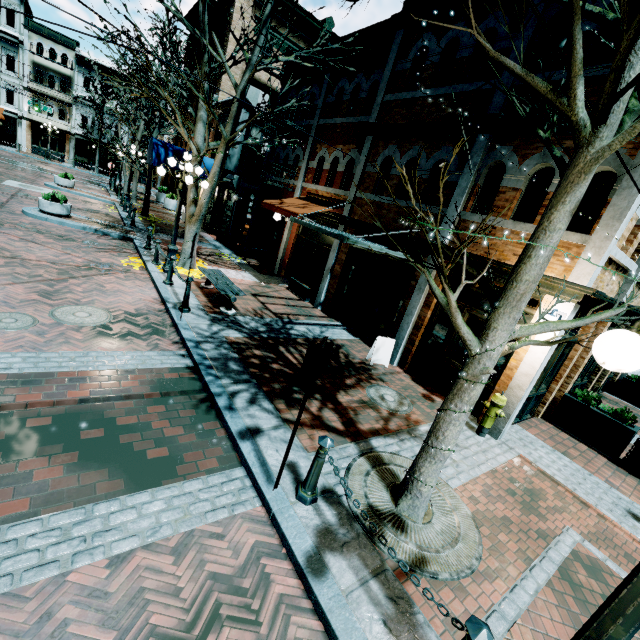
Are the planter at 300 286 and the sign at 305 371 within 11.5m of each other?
yes

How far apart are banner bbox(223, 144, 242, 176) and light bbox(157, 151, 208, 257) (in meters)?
6.56

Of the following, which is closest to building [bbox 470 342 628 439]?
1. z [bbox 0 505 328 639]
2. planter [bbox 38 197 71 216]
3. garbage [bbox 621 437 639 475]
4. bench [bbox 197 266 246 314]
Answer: z [bbox 0 505 328 639]

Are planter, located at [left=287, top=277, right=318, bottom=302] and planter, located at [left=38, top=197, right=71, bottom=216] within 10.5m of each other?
yes

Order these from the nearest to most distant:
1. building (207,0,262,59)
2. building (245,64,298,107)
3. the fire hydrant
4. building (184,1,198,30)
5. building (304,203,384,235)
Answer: the fire hydrant → building (304,203,384,235) → building (245,64,298,107) → building (207,0,262,59) → building (184,1,198,30)

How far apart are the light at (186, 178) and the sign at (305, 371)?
8.10m

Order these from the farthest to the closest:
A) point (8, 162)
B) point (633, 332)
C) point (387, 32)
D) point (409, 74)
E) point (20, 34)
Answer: point (20, 34) → point (8, 162) → point (387, 32) → point (409, 74) → point (633, 332)

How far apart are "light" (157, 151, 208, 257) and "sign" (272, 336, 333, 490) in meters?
8.1 m
